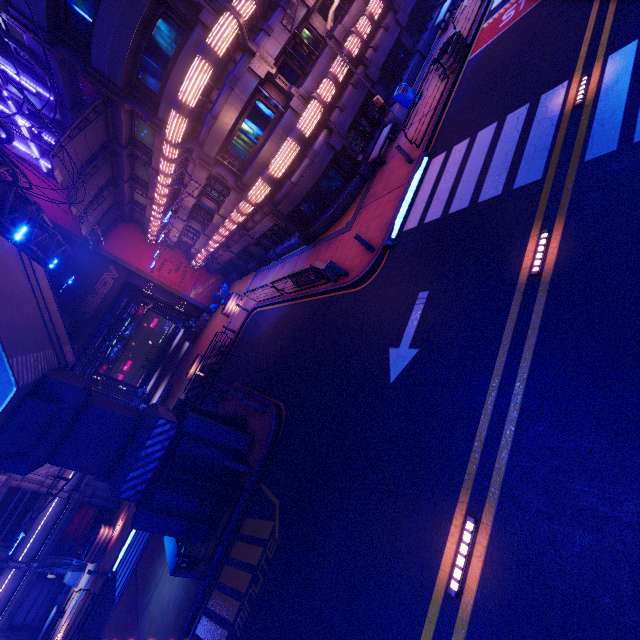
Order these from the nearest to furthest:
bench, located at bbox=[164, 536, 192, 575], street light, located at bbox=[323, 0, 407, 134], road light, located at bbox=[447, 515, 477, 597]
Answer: road light, located at bbox=[447, 515, 477, 597], bench, located at bbox=[164, 536, 192, 575], street light, located at bbox=[323, 0, 407, 134]

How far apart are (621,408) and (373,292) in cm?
786

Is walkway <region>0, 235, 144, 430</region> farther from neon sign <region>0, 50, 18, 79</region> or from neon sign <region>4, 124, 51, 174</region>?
neon sign <region>4, 124, 51, 174</region>

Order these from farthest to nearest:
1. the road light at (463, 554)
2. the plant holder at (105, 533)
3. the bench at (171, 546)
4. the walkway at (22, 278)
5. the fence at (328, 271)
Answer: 1. the plant holder at (105, 533)
2. the fence at (328, 271)
3. the bench at (171, 546)
4. the walkway at (22, 278)
5. the road light at (463, 554)

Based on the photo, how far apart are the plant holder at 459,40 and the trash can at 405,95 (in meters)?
1.16

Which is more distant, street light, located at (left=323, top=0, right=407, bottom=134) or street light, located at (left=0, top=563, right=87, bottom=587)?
street light, located at (left=0, top=563, right=87, bottom=587)

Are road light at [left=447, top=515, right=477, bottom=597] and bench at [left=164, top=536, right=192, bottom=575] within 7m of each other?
no

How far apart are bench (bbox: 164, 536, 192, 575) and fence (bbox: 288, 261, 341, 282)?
11.9m
